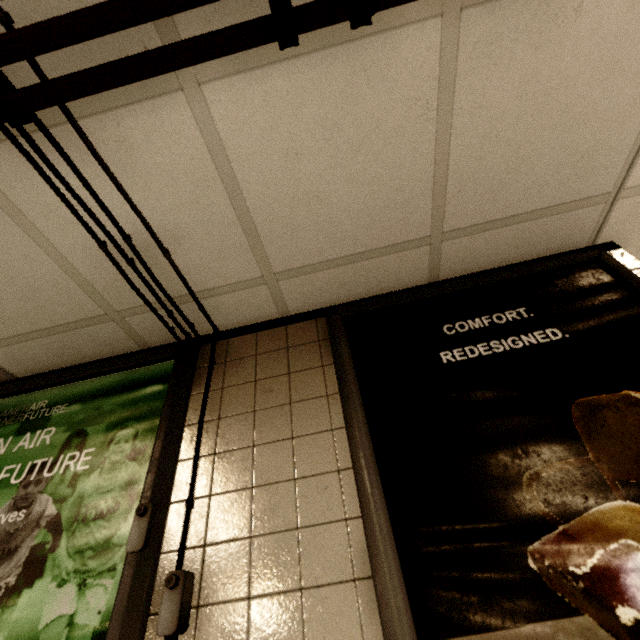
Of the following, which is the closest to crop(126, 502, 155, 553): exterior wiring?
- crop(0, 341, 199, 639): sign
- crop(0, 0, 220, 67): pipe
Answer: crop(0, 341, 199, 639): sign

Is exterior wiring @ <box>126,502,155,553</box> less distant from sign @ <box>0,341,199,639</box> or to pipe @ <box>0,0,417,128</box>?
sign @ <box>0,341,199,639</box>

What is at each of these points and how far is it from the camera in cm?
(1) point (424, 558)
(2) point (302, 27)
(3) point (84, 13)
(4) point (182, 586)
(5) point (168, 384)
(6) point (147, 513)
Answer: (1) sign, 86
(2) pipe, 80
(3) pipe, 75
(4) exterior wiring, 89
(5) sign, 141
(6) exterior wiring, 104

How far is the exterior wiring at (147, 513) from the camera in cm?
98

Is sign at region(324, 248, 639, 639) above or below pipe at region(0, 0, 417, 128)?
below

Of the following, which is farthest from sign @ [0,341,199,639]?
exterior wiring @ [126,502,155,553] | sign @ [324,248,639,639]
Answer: sign @ [324,248,639,639]

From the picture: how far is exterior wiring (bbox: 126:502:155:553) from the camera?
0.98m

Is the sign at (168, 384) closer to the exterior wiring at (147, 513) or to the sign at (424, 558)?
the exterior wiring at (147, 513)
